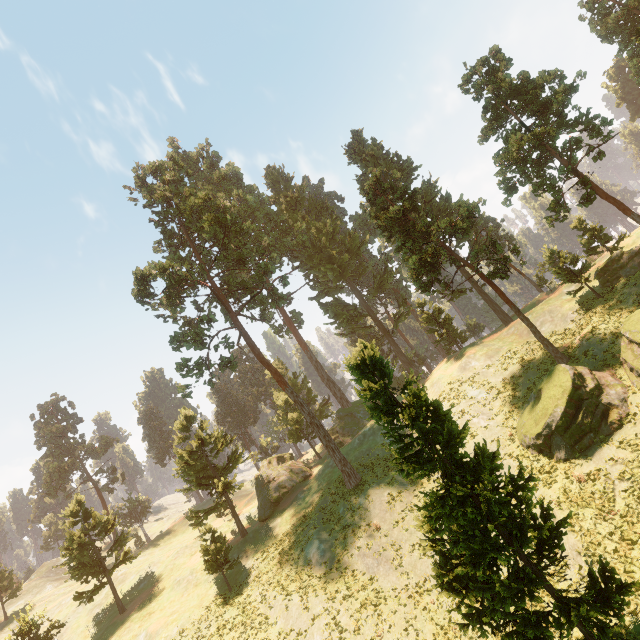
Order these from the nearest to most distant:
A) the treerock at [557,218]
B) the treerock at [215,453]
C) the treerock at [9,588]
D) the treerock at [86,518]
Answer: the treerock at [557,218] < the treerock at [86,518] < the treerock at [215,453] < the treerock at [9,588]

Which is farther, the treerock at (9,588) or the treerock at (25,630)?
the treerock at (9,588)

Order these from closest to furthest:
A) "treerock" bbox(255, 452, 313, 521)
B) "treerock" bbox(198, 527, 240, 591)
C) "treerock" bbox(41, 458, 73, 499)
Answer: "treerock" bbox(198, 527, 240, 591) → "treerock" bbox(255, 452, 313, 521) → "treerock" bbox(41, 458, 73, 499)

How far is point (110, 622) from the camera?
35.62m

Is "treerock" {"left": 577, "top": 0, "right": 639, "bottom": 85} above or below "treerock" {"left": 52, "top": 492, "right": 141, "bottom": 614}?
above

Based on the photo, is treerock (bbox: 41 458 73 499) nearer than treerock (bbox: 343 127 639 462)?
No
